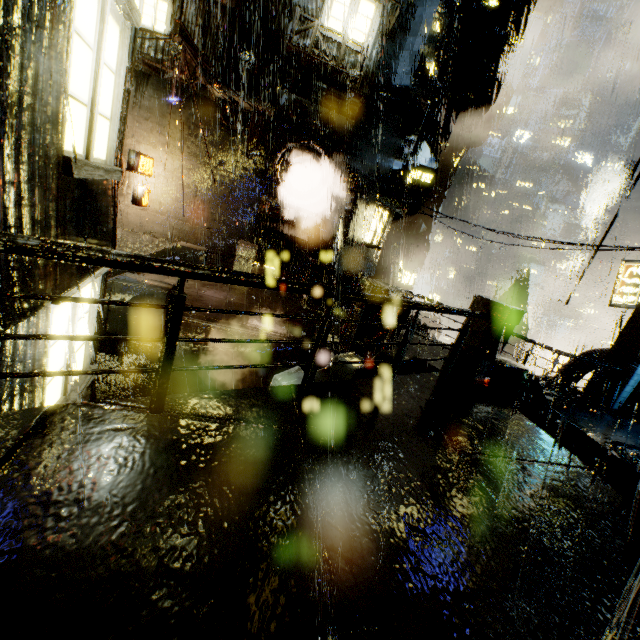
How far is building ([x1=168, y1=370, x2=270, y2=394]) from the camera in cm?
909

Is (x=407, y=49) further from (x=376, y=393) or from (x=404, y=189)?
(x=376, y=393)

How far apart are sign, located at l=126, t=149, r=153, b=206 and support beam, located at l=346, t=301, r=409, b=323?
10.4 meters

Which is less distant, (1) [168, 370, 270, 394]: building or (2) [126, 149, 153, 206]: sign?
(1) [168, 370, 270, 394]: building

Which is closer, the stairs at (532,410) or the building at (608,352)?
the stairs at (532,410)

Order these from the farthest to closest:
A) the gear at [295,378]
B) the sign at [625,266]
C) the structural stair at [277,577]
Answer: the sign at [625,266] → the gear at [295,378] → the structural stair at [277,577]

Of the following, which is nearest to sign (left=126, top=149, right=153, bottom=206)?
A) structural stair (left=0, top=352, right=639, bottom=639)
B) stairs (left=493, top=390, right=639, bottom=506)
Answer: structural stair (left=0, top=352, right=639, bottom=639)

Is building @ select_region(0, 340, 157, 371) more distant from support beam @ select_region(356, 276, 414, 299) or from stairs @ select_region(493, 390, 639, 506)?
stairs @ select_region(493, 390, 639, 506)
